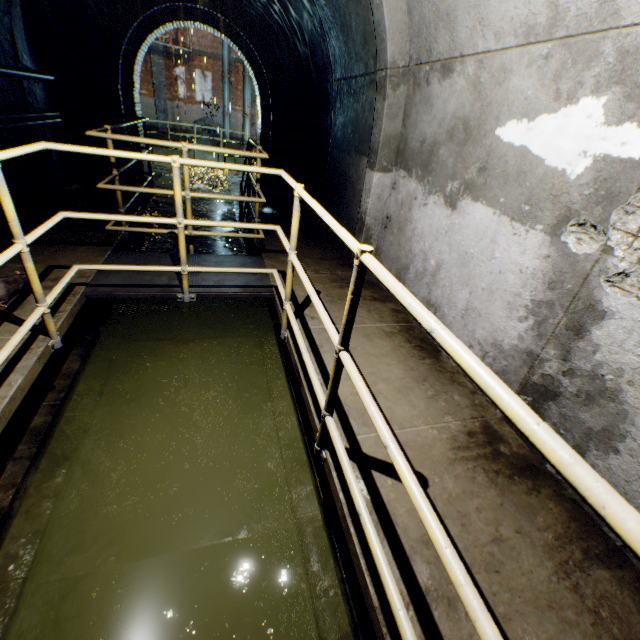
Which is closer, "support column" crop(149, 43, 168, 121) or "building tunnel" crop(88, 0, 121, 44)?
"building tunnel" crop(88, 0, 121, 44)

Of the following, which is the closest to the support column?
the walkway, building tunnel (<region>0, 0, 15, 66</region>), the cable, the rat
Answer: building tunnel (<region>0, 0, 15, 66</region>)

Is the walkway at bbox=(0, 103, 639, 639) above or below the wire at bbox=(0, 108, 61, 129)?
below

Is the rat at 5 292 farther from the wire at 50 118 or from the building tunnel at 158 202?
the wire at 50 118

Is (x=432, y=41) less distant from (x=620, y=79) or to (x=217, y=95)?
(x=620, y=79)

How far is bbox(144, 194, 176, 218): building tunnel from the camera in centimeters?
825cm

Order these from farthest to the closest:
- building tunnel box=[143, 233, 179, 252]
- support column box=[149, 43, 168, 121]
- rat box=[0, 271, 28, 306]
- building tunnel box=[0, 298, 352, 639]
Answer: support column box=[149, 43, 168, 121] < building tunnel box=[143, 233, 179, 252] < rat box=[0, 271, 28, 306] < building tunnel box=[0, 298, 352, 639]

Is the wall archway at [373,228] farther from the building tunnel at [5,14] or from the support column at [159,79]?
the support column at [159,79]
